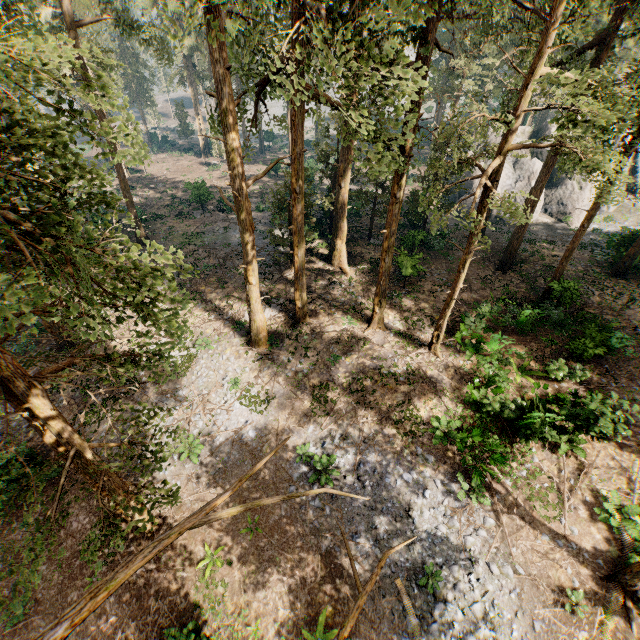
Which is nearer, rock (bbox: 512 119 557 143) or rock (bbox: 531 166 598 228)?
rock (bbox: 531 166 598 228)

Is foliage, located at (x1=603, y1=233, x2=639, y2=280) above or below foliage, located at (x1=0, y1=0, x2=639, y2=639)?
below

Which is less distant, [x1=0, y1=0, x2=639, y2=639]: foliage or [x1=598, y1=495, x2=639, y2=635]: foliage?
[x1=0, y1=0, x2=639, y2=639]: foliage

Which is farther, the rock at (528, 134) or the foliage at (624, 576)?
the rock at (528, 134)

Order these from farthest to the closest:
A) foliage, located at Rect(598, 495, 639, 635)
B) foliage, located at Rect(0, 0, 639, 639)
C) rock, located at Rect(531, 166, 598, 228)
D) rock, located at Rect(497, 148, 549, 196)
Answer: rock, located at Rect(497, 148, 549, 196) < rock, located at Rect(531, 166, 598, 228) < foliage, located at Rect(598, 495, 639, 635) < foliage, located at Rect(0, 0, 639, 639)

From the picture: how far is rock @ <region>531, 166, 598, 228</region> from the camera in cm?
3334

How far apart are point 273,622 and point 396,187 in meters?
18.3

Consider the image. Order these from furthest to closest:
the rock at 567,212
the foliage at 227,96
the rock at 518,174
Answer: the rock at 518,174, the rock at 567,212, the foliage at 227,96
